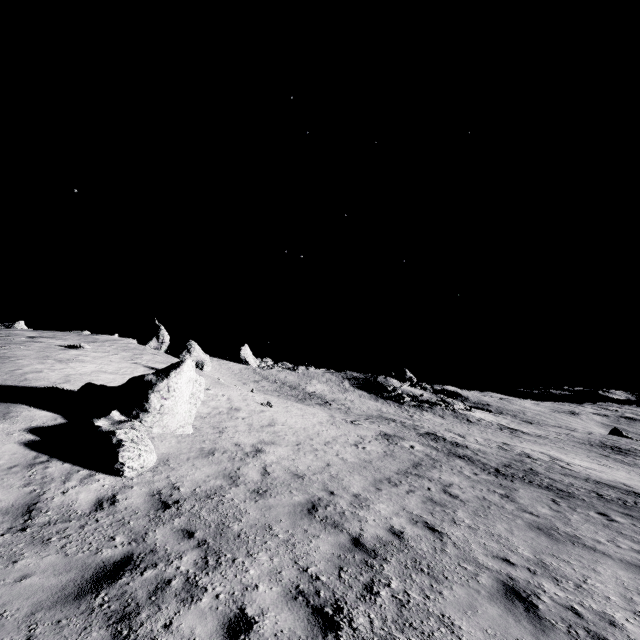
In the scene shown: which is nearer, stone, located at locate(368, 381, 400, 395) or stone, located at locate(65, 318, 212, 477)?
stone, located at locate(65, 318, 212, 477)

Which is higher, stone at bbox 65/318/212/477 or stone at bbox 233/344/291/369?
stone at bbox 233/344/291/369

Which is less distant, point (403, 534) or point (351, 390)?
point (403, 534)

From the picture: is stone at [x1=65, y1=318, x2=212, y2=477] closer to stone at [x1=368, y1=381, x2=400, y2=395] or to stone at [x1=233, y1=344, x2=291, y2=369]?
stone at [x1=368, y1=381, x2=400, y2=395]

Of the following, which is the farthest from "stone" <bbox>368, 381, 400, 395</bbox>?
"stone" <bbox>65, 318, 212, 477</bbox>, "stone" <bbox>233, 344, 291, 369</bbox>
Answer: "stone" <bbox>65, 318, 212, 477</bbox>

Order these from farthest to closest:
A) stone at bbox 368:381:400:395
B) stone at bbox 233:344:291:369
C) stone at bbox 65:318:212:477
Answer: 1. stone at bbox 233:344:291:369
2. stone at bbox 368:381:400:395
3. stone at bbox 65:318:212:477

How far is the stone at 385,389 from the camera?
46.99m

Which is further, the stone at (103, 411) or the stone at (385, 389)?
the stone at (385, 389)
